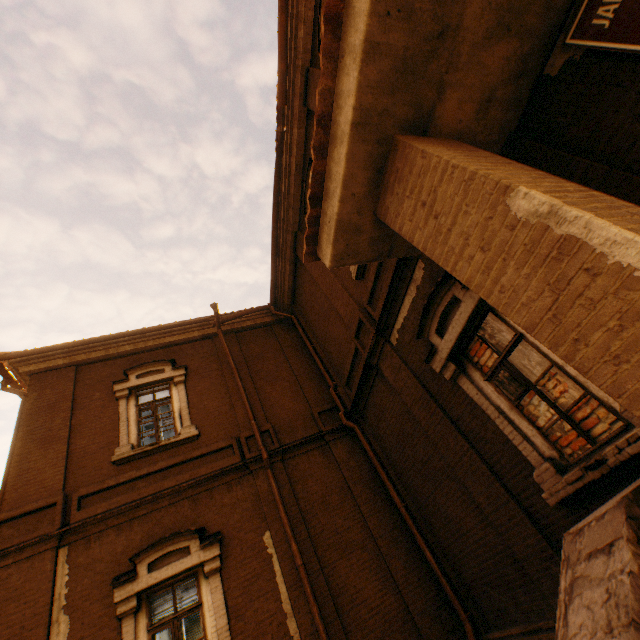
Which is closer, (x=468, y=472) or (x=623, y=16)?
(x=623, y=16)

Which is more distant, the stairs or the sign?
the sign

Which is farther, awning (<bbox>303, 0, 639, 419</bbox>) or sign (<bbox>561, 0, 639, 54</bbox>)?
sign (<bbox>561, 0, 639, 54</bbox>)

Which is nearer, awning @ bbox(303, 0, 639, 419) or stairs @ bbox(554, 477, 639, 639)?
stairs @ bbox(554, 477, 639, 639)

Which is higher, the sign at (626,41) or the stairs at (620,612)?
the sign at (626,41)

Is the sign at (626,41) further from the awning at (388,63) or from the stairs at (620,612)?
the stairs at (620,612)

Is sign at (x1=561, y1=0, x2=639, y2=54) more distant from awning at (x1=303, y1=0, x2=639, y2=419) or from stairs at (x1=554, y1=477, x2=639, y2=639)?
stairs at (x1=554, y1=477, x2=639, y2=639)
